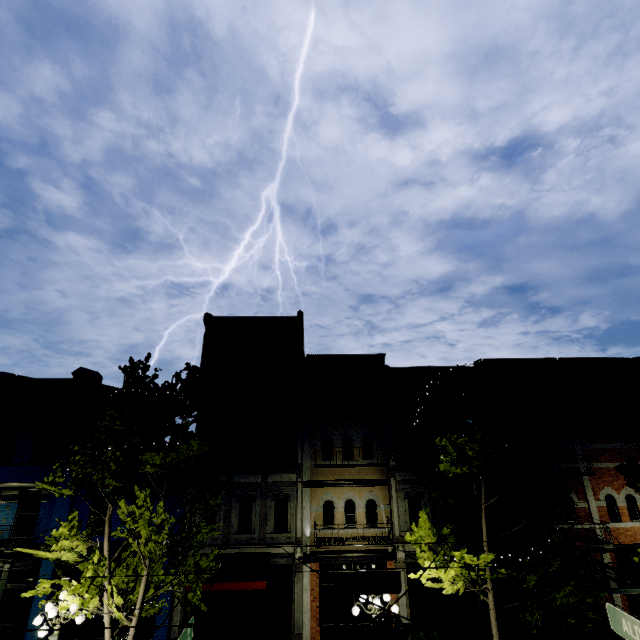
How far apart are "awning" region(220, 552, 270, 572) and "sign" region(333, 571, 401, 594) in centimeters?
564cm

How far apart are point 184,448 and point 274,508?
6.0 meters

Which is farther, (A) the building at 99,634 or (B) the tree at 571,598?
(A) the building at 99,634

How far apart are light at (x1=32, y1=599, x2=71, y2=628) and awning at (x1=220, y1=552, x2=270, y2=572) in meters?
3.3 m

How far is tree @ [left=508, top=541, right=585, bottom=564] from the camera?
9.63m

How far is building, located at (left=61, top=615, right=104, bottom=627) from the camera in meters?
13.6

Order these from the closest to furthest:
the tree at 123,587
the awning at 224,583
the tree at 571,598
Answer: the tree at 571,598, the tree at 123,587, the awning at 224,583

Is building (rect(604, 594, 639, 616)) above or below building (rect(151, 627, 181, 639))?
above
